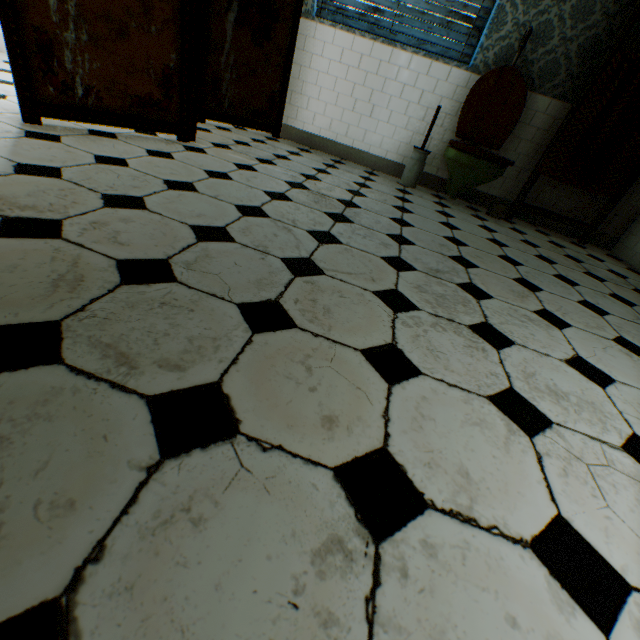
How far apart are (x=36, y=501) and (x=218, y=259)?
0.88m

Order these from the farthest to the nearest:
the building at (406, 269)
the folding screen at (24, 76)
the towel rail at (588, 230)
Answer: the towel rail at (588, 230) < the folding screen at (24, 76) < the building at (406, 269)

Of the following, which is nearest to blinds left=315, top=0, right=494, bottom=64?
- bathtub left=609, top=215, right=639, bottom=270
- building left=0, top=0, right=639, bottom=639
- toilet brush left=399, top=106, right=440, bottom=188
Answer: building left=0, top=0, right=639, bottom=639

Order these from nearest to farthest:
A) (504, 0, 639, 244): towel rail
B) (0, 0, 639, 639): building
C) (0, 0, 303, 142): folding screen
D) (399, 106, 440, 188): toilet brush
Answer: (0, 0, 639, 639): building < (0, 0, 303, 142): folding screen < (504, 0, 639, 244): towel rail < (399, 106, 440, 188): toilet brush

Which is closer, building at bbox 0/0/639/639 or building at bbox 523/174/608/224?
building at bbox 0/0/639/639

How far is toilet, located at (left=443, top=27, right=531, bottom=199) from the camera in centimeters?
295cm

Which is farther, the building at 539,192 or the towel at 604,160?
the building at 539,192
